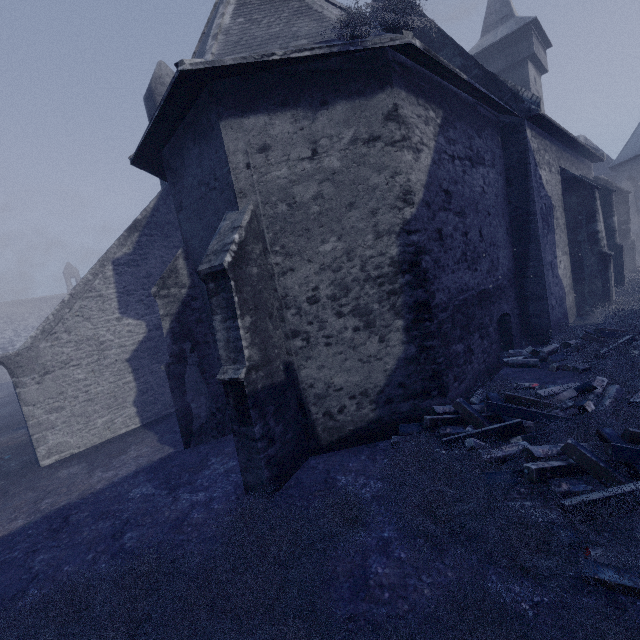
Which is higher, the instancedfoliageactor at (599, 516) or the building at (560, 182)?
the building at (560, 182)

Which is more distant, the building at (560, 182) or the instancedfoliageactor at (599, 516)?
the building at (560, 182)

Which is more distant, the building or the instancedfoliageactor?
the building

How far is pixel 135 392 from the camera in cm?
1077

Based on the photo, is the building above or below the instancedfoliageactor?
above
